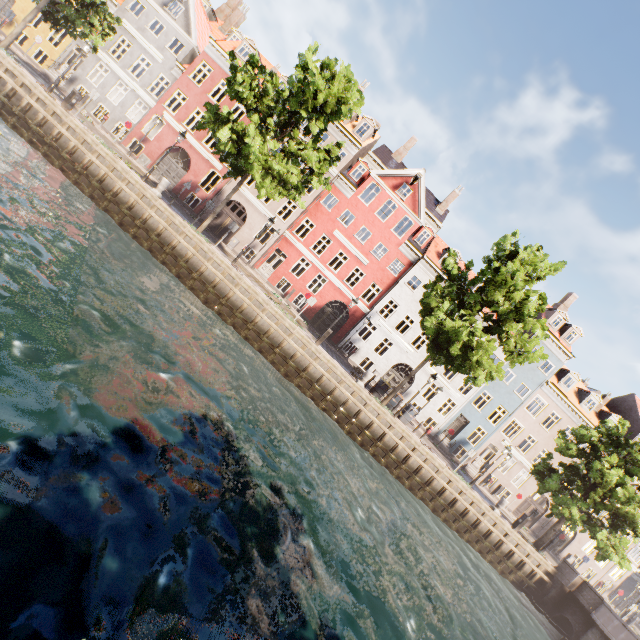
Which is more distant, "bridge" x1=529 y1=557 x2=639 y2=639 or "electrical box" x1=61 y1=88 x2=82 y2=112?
"electrical box" x1=61 y1=88 x2=82 y2=112

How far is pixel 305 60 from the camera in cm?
1747

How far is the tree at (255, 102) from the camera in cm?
1528

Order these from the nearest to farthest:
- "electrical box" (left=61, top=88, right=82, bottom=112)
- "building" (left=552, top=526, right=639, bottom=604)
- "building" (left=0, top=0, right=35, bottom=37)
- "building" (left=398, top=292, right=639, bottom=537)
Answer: "electrical box" (left=61, top=88, right=82, bottom=112), "building" (left=0, top=0, right=35, bottom=37), "building" (left=398, top=292, right=639, bottom=537), "building" (left=552, top=526, right=639, bottom=604)

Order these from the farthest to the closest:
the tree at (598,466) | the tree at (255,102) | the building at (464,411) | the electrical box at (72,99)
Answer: the building at (464,411) < the tree at (598,466) < the electrical box at (72,99) < the tree at (255,102)

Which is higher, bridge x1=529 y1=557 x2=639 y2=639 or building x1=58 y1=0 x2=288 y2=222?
building x1=58 y1=0 x2=288 y2=222

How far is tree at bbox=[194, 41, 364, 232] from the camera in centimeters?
1528cm

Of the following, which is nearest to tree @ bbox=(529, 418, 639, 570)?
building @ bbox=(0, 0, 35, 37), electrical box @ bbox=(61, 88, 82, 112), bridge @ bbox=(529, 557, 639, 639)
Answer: bridge @ bbox=(529, 557, 639, 639)
